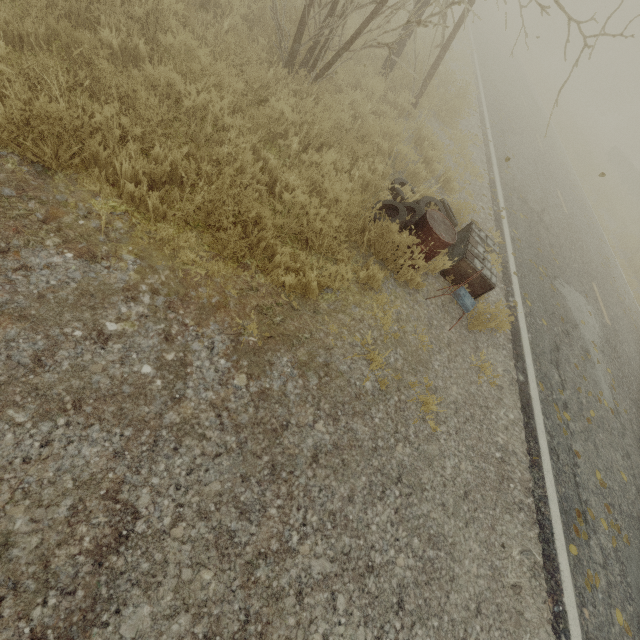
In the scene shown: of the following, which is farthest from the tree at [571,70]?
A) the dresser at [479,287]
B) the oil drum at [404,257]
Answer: the oil drum at [404,257]

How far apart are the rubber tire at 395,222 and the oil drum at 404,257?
0.0m

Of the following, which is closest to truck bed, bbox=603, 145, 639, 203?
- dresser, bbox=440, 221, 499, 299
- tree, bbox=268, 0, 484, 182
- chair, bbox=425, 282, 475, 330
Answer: tree, bbox=268, 0, 484, 182

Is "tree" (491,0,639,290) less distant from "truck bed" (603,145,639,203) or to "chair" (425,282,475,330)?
"chair" (425,282,475,330)

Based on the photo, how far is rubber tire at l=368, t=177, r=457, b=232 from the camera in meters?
4.5

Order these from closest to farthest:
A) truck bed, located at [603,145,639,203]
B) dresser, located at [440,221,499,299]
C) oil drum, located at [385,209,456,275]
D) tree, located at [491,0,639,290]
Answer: A:
1. oil drum, located at [385,209,456,275]
2. dresser, located at [440,221,499,299]
3. tree, located at [491,0,639,290]
4. truck bed, located at [603,145,639,203]

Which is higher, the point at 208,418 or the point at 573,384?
the point at 573,384

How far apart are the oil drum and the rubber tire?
0.03m
